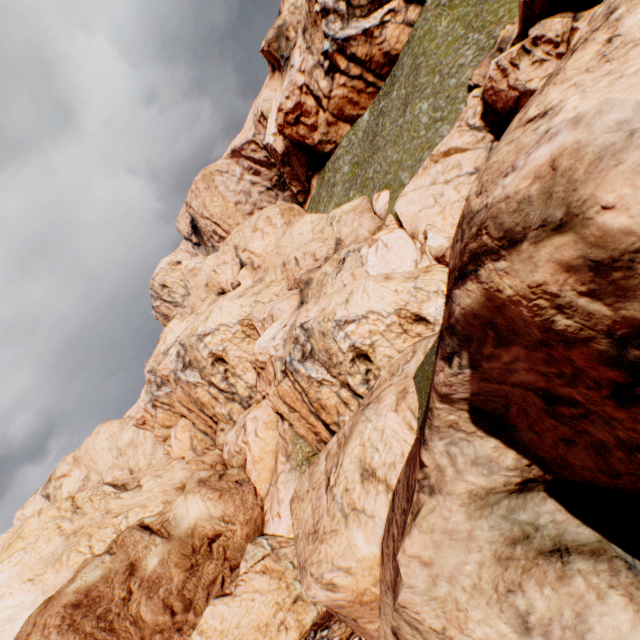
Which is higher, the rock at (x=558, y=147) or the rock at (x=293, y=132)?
the rock at (x=293, y=132)

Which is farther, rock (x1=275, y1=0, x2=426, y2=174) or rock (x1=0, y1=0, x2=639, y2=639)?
rock (x1=275, y1=0, x2=426, y2=174)

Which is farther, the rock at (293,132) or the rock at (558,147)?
the rock at (293,132)

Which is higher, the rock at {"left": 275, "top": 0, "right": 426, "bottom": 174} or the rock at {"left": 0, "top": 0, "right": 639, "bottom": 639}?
the rock at {"left": 275, "top": 0, "right": 426, "bottom": 174}

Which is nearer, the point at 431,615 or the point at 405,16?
the point at 431,615
